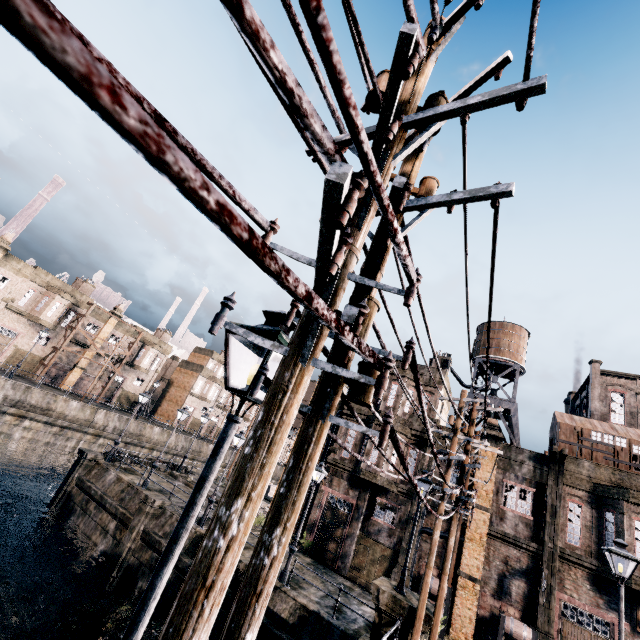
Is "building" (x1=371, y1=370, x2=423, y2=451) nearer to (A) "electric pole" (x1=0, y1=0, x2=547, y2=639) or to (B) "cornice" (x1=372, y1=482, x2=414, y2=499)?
(B) "cornice" (x1=372, y1=482, x2=414, y2=499)

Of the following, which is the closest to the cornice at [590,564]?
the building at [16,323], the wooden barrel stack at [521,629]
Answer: the wooden barrel stack at [521,629]

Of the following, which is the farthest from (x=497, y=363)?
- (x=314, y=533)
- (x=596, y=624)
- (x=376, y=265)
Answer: (x=376, y=265)

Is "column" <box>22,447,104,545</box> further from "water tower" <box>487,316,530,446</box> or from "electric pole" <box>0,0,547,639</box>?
"water tower" <box>487,316,530,446</box>

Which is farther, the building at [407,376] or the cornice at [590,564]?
the building at [407,376]

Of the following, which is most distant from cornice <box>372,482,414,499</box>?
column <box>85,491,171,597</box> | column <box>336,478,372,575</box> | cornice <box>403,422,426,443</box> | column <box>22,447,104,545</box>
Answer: column <box>22,447,104,545</box>

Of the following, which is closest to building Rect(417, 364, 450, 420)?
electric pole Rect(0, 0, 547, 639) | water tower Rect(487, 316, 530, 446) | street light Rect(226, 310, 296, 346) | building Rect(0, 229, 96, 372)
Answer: water tower Rect(487, 316, 530, 446)

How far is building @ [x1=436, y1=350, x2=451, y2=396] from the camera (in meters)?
27.06
